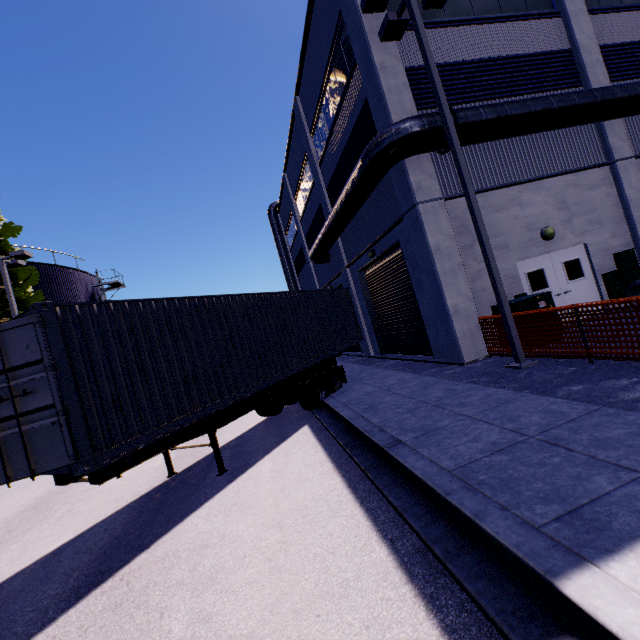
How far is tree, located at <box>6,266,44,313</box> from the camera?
16.6m

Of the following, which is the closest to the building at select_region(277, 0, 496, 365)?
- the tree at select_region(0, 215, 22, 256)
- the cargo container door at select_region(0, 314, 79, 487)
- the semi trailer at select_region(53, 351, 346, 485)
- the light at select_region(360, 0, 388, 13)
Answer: the tree at select_region(0, 215, 22, 256)

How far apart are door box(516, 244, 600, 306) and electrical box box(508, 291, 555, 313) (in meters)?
1.64

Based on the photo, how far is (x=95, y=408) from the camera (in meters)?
4.69

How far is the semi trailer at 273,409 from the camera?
5.1m

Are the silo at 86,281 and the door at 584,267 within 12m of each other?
no

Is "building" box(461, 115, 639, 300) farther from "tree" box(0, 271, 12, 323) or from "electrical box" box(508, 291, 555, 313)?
"electrical box" box(508, 291, 555, 313)

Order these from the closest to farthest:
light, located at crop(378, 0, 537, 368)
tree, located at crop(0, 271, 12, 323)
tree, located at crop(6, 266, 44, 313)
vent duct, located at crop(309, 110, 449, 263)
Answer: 1. light, located at crop(378, 0, 537, 368)
2. vent duct, located at crop(309, 110, 449, 263)
3. tree, located at crop(0, 271, 12, 323)
4. tree, located at crop(6, 266, 44, 313)
